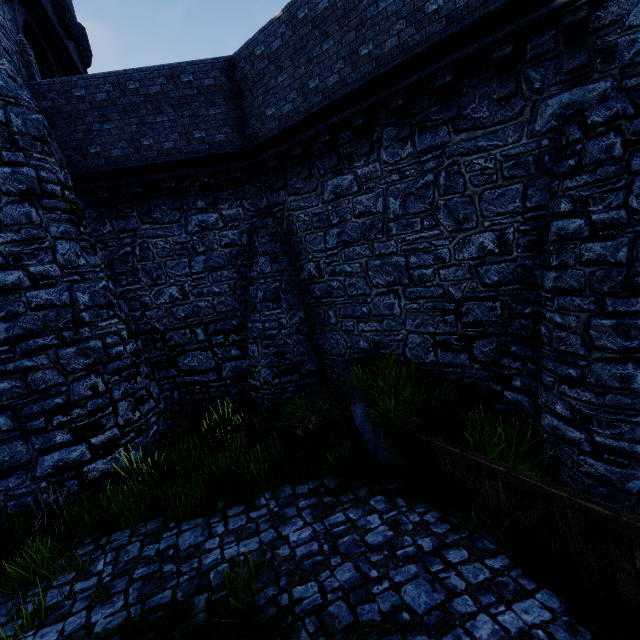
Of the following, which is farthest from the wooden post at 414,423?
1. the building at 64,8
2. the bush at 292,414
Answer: the building at 64,8

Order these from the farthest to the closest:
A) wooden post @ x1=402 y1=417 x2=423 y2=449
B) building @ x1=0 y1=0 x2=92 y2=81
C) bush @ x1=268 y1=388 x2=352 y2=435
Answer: building @ x1=0 y1=0 x2=92 y2=81 → bush @ x1=268 y1=388 x2=352 y2=435 → wooden post @ x1=402 y1=417 x2=423 y2=449

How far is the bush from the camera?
8.4m

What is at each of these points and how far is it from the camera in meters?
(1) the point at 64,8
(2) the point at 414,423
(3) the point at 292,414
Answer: (1) building, 12.6 m
(2) wooden post, 6.5 m
(3) bush, 9.0 m

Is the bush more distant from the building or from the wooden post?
the building

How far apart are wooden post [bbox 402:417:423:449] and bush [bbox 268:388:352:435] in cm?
197

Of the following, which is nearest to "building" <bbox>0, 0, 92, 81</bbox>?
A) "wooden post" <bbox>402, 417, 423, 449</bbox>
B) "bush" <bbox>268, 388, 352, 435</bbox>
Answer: "bush" <bbox>268, 388, 352, 435</bbox>
